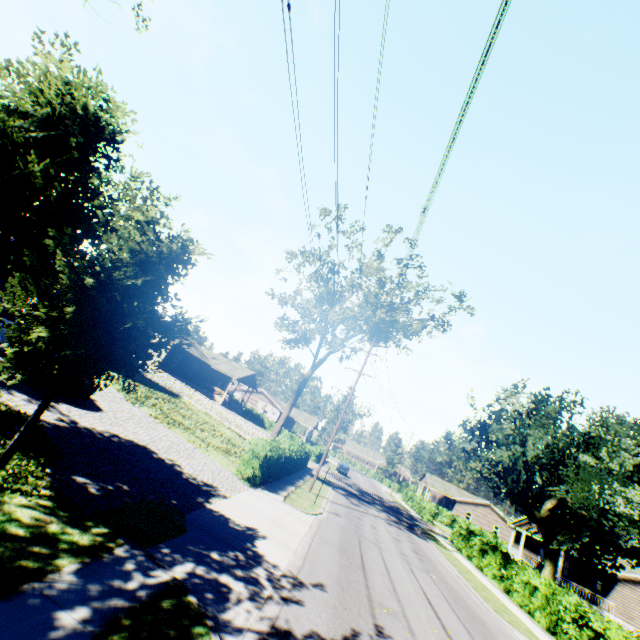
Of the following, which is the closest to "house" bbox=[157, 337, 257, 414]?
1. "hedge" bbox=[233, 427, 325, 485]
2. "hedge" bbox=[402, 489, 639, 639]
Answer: "hedge" bbox=[233, 427, 325, 485]

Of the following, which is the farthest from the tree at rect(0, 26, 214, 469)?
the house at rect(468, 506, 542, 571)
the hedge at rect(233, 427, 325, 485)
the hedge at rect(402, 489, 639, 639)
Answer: the house at rect(468, 506, 542, 571)

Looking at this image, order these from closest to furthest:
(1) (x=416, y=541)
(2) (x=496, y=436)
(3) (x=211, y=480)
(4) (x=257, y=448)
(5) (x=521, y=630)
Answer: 1. (3) (x=211, y=480)
2. (5) (x=521, y=630)
3. (4) (x=257, y=448)
4. (2) (x=496, y=436)
5. (1) (x=416, y=541)

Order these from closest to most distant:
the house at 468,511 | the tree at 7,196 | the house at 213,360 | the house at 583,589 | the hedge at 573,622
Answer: the tree at 7,196 → the hedge at 573,622 → the house at 583,589 → the house at 468,511 → the house at 213,360

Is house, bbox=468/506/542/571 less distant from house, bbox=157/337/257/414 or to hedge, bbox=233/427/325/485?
hedge, bbox=233/427/325/485

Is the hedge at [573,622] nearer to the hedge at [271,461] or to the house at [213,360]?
the hedge at [271,461]

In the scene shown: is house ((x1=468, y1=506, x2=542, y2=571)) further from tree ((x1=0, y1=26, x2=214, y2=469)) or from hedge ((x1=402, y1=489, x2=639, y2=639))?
A: tree ((x1=0, y1=26, x2=214, y2=469))

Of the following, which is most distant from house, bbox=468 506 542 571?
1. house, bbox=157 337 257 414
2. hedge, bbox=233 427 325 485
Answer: house, bbox=157 337 257 414
